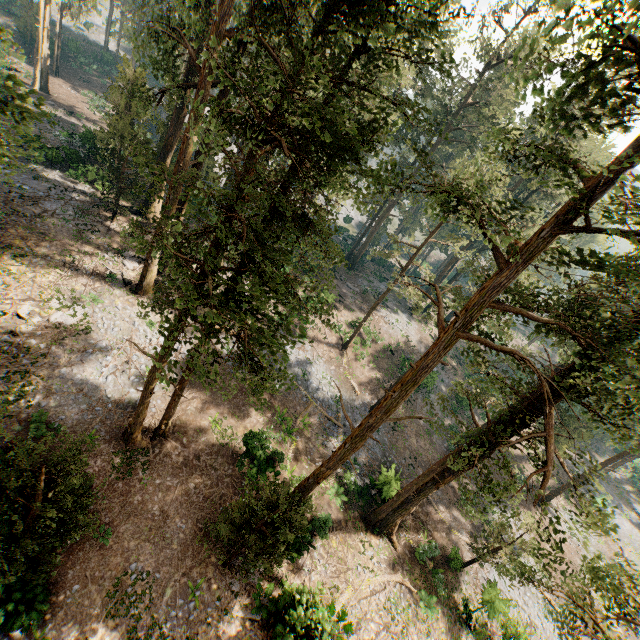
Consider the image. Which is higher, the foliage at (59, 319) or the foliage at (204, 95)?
the foliage at (204, 95)

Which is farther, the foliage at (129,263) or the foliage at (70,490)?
the foliage at (129,263)

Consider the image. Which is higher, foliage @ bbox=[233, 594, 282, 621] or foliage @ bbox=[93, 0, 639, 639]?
foliage @ bbox=[93, 0, 639, 639]

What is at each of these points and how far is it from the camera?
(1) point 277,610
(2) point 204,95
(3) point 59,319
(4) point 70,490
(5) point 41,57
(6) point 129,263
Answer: (1) foliage, 15.8 meters
(2) foliage, 16.6 meters
(3) foliage, 18.5 meters
(4) foliage, 11.0 meters
(5) foliage, 38.0 meters
(6) foliage, 23.6 meters

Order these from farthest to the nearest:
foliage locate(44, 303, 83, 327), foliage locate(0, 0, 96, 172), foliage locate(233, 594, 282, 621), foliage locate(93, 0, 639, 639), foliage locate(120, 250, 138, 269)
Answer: foliage locate(120, 250, 138, 269), foliage locate(44, 303, 83, 327), foliage locate(233, 594, 282, 621), foliage locate(0, 0, 96, 172), foliage locate(93, 0, 639, 639)

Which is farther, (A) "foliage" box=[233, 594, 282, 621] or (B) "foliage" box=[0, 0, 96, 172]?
(A) "foliage" box=[233, 594, 282, 621]

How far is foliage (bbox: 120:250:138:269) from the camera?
23.4 meters
